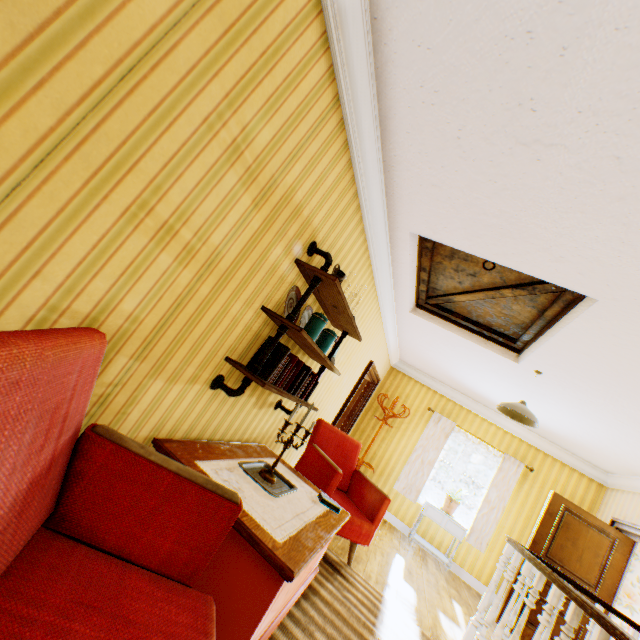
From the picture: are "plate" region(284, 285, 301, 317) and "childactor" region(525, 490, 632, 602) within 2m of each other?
no

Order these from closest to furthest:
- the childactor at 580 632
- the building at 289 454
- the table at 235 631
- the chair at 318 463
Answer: the table at 235 631
the chair at 318 463
the building at 289 454
the childactor at 580 632

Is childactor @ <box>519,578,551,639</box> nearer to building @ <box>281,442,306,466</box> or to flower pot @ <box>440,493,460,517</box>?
building @ <box>281,442,306,466</box>

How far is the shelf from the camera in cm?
217

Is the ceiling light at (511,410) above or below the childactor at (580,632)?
above

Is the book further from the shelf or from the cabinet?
the cabinet

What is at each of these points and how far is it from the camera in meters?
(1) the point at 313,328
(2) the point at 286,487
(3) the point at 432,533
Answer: (1) jar, 2.6 m
(2) tray, 2.6 m
(3) building, 6.5 m

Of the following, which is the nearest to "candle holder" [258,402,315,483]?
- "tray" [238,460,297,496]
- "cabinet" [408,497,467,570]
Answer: "tray" [238,460,297,496]
